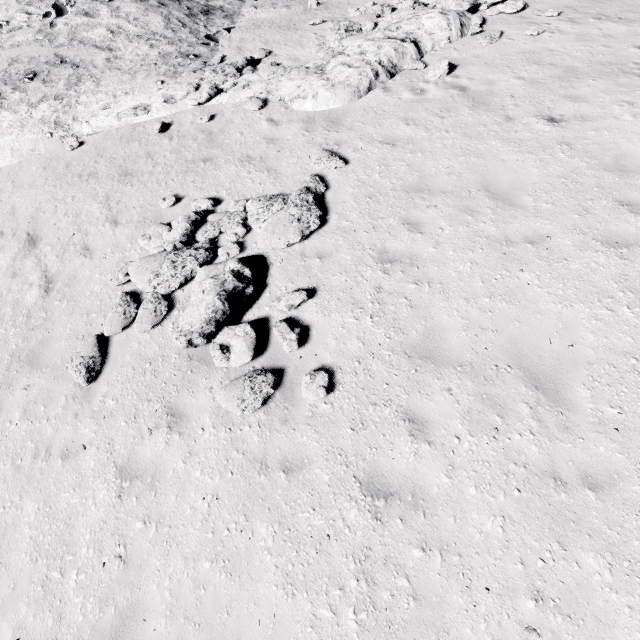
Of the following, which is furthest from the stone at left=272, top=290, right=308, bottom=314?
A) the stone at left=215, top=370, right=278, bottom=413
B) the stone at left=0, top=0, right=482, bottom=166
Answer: the stone at left=0, top=0, right=482, bottom=166

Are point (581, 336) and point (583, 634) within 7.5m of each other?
yes

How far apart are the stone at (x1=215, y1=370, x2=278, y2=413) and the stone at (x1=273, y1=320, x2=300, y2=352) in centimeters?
45cm

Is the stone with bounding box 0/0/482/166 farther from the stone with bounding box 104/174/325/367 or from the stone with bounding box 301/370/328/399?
the stone with bounding box 301/370/328/399

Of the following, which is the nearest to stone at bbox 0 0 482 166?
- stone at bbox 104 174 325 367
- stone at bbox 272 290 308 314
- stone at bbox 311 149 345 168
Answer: stone at bbox 311 149 345 168

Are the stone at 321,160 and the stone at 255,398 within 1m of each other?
no

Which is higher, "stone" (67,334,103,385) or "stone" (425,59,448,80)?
"stone" (425,59,448,80)

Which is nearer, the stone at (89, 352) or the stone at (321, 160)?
the stone at (89, 352)
